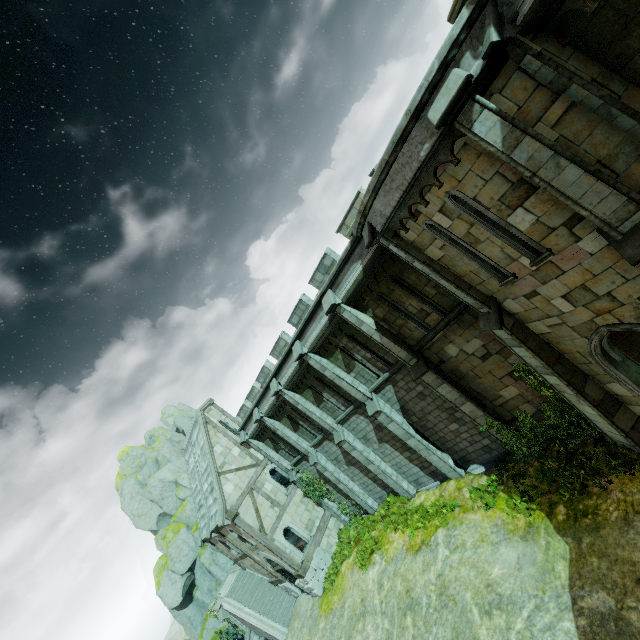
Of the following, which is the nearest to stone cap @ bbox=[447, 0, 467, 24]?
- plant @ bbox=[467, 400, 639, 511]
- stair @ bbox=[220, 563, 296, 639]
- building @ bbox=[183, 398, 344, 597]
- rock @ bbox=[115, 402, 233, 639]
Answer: plant @ bbox=[467, 400, 639, 511]

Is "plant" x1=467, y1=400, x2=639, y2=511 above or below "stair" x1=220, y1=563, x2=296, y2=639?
below

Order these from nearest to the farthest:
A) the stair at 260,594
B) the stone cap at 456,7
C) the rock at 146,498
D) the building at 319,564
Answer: the stone cap at 456,7 → the building at 319,564 → the stair at 260,594 → the rock at 146,498

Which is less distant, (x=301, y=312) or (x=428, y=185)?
(x=428, y=185)

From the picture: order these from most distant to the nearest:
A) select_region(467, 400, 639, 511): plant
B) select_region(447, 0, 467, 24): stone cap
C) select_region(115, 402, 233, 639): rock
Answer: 1. select_region(115, 402, 233, 639): rock
2. select_region(467, 400, 639, 511): plant
3. select_region(447, 0, 467, 24): stone cap

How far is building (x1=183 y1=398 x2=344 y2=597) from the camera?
20.1m

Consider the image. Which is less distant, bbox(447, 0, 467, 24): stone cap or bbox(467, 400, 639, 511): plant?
bbox(447, 0, 467, 24): stone cap

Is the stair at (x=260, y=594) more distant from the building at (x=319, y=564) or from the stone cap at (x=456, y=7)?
the stone cap at (x=456, y=7)
